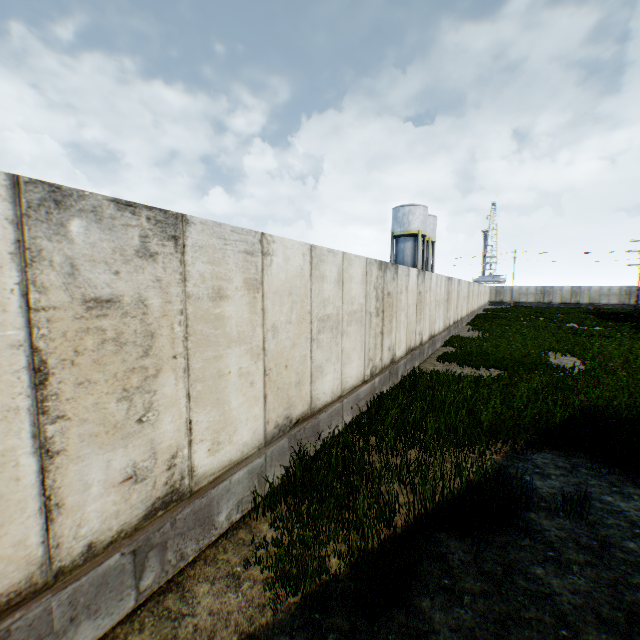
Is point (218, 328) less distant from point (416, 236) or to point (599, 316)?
point (416, 236)

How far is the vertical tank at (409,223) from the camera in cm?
3656

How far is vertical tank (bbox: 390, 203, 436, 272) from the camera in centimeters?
3656cm
